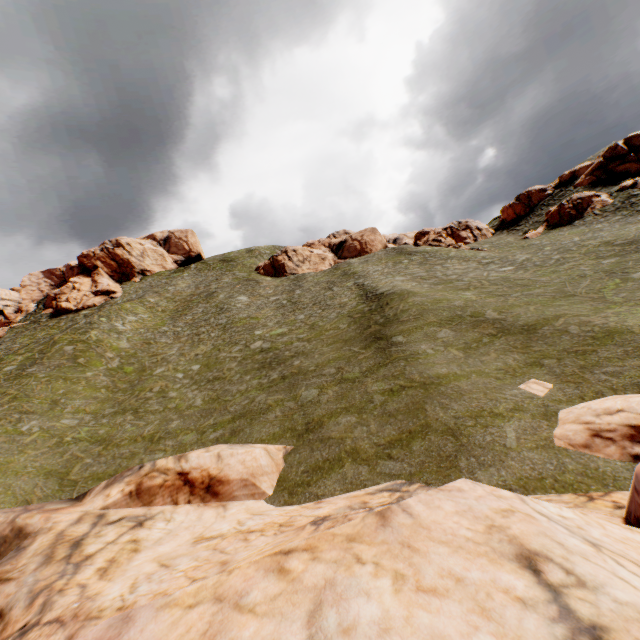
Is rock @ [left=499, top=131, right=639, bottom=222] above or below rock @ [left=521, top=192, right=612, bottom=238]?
above

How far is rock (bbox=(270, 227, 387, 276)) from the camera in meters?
56.3 m

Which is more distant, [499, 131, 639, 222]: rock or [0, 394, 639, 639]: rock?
[499, 131, 639, 222]: rock

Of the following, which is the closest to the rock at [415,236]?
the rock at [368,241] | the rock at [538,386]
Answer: the rock at [368,241]

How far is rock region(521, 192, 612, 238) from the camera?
38.34m

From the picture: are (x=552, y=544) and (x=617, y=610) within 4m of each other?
yes

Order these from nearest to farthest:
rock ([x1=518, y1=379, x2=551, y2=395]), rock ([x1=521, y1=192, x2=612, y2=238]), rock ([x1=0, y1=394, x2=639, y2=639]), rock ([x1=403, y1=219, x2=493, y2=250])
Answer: rock ([x1=0, y1=394, x2=639, y2=639]) → rock ([x1=518, y1=379, x2=551, y2=395]) → rock ([x1=521, y1=192, x2=612, y2=238]) → rock ([x1=403, y1=219, x2=493, y2=250])

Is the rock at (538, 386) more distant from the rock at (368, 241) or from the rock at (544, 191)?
the rock at (368, 241)
